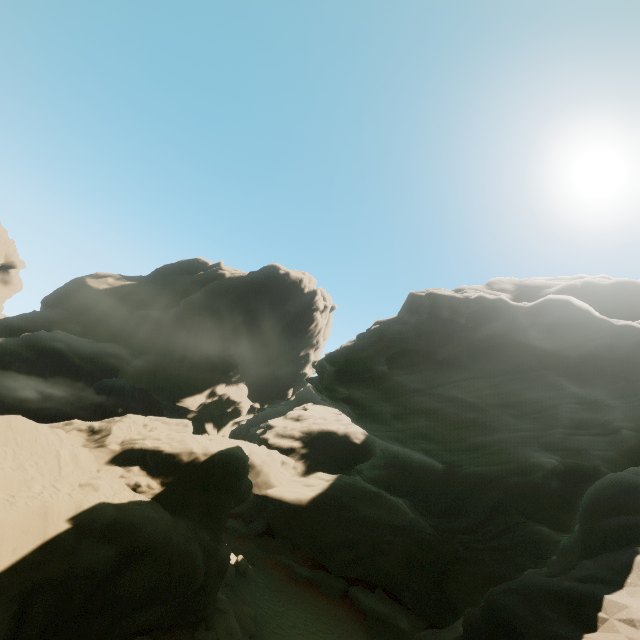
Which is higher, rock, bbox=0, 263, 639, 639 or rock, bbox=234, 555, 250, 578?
rock, bbox=0, 263, 639, 639

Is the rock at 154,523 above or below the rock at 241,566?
above

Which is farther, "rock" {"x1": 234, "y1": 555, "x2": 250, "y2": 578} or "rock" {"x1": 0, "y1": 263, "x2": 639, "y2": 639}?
"rock" {"x1": 234, "y1": 555, "x2": 250, "y2": 578}

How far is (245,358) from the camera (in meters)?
44.91

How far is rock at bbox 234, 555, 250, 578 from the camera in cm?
1994

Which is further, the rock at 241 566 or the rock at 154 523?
the rock at 241 566
